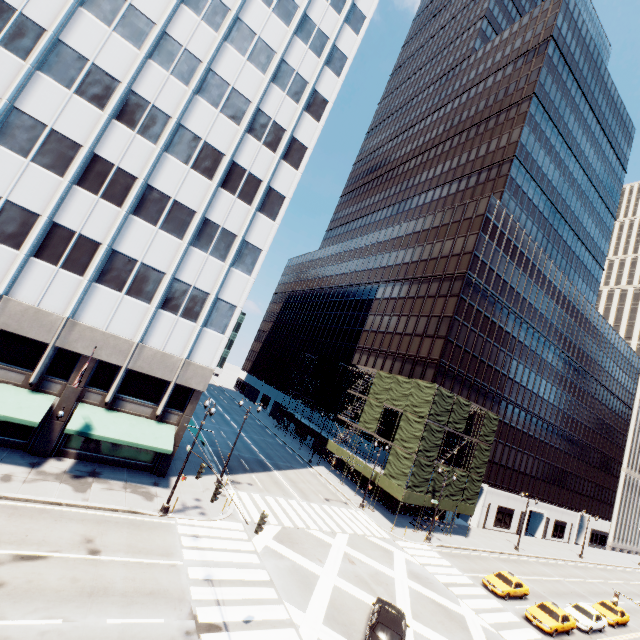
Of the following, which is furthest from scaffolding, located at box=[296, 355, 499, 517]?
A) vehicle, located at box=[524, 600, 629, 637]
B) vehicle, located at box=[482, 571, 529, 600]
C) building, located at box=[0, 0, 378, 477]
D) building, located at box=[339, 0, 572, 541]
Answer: building, located at box=[0, 0, 378, 477]

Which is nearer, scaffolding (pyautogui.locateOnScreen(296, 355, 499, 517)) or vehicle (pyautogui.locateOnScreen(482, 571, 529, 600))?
vehicle (pyautogui.locateOnScreen(482, 571, 529, 600))

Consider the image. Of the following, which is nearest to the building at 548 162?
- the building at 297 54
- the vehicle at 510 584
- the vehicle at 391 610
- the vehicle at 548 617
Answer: the vehicle at 510 584

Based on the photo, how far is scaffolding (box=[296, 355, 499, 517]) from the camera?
35.3 meters

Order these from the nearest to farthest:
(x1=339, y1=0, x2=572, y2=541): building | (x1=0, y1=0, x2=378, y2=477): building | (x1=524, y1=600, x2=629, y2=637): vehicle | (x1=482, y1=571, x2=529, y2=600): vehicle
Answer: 1. (x1=0, y1=0, x2=378, y2=477): building
2. (x1=524, y1=600, x2=629, y2=637): vehicle
3. (x1=482, y1=571, x2=529, y2=600): vehicle
4. (x1=339, y1=0, x2=572, y2=541): building

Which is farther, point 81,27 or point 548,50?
point 548,50

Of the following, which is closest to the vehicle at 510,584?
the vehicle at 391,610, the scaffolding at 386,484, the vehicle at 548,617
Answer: the vehicle at 548,617
